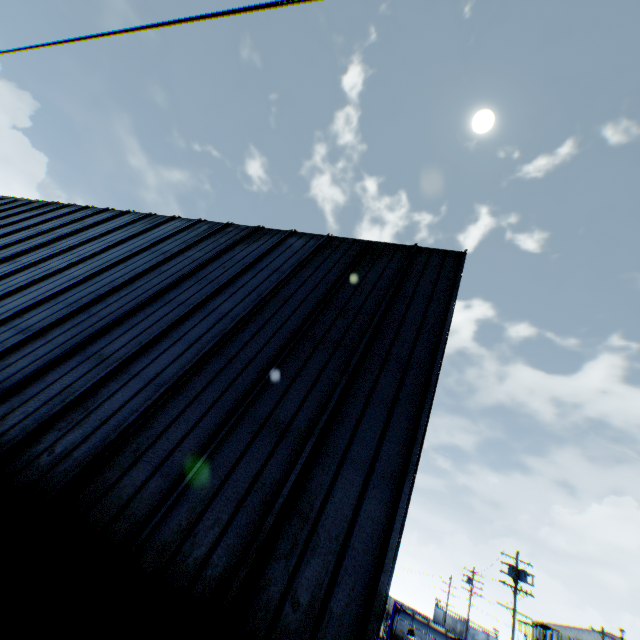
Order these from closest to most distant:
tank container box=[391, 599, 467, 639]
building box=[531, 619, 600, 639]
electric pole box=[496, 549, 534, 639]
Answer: electric pole box=[496, 549, 534, 639], tank container box=[391, 599, 467, 639], building box=[531, 619, 600, 639]

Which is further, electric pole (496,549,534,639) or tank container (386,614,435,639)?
tank container (386,614,435,639)

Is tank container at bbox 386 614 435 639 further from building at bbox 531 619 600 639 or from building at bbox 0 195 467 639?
building at bbox 531 619 600 639

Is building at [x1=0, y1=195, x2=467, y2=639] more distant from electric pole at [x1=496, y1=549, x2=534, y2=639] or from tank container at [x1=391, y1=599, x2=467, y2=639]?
tank container at [x1=391, y1=599, x2=467, y2=639]

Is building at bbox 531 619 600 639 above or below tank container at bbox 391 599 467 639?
above

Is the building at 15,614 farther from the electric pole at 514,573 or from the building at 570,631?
the building at 570,631

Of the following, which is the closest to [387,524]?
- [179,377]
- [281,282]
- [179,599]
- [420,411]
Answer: [420,411]

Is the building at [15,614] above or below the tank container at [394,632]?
above
